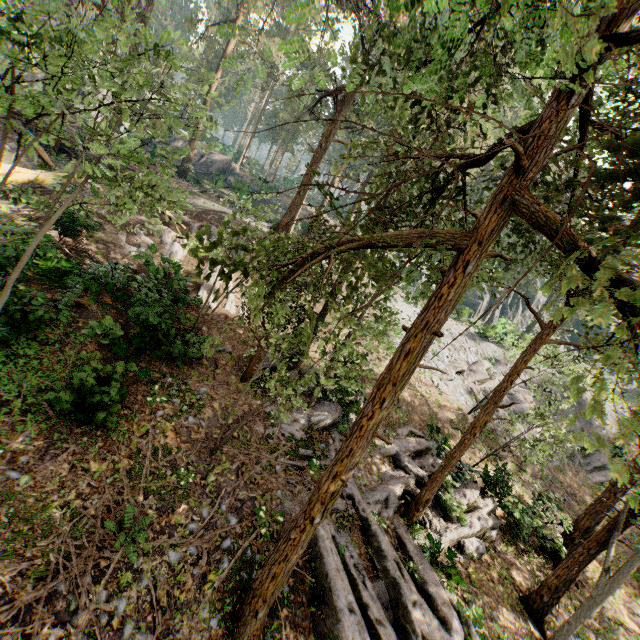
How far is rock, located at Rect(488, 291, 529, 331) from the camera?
30.0 meters

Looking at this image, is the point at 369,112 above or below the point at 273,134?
below

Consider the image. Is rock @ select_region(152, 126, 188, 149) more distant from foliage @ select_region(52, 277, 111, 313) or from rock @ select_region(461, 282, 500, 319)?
rock @ select_region(461, 282, 500, 319)

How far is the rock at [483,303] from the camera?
33.7 meters

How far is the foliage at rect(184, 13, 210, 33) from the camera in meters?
30.3 m

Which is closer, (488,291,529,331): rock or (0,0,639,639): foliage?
(0,0,639,639): foliage

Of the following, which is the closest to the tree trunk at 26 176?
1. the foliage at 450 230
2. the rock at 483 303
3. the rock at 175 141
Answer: the foliage at 450 230

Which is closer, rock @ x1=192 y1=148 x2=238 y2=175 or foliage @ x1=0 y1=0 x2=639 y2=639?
foliage @ x1=0 y1=0 x2=639 y2=639
